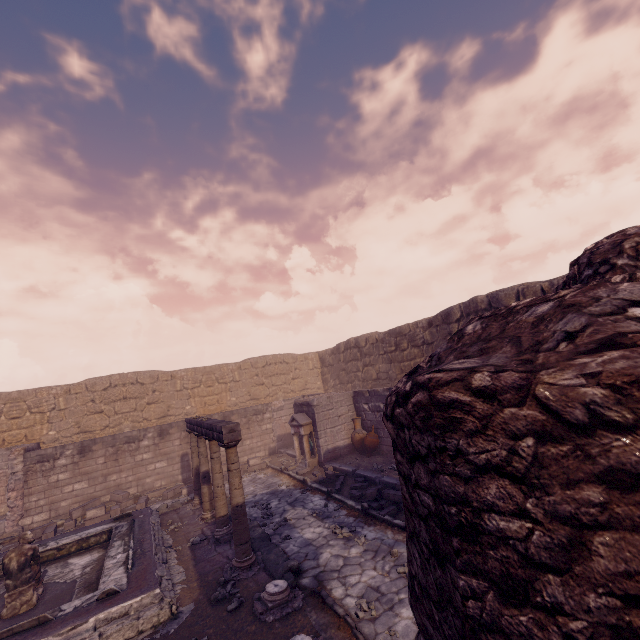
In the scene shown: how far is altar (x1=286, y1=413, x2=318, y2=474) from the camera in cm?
A: 1201

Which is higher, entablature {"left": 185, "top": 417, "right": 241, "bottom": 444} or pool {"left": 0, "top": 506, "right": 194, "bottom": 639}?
entablature {"left": 185, "top": 417, "right": 241, "bottom": 444}

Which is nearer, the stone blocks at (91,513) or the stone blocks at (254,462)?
the stone blocks at (91,513)

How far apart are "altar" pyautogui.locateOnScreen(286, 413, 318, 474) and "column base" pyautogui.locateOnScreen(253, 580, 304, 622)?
6.3 meters

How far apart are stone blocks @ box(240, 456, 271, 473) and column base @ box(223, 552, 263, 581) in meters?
7.3

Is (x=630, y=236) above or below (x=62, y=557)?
above

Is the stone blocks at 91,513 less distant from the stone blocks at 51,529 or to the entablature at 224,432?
the stone blocks at 51,529

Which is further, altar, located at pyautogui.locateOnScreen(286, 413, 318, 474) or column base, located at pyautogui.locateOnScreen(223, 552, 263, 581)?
altar, located at pyautogui.locateOnScreen(286, 413, 318, 474)
